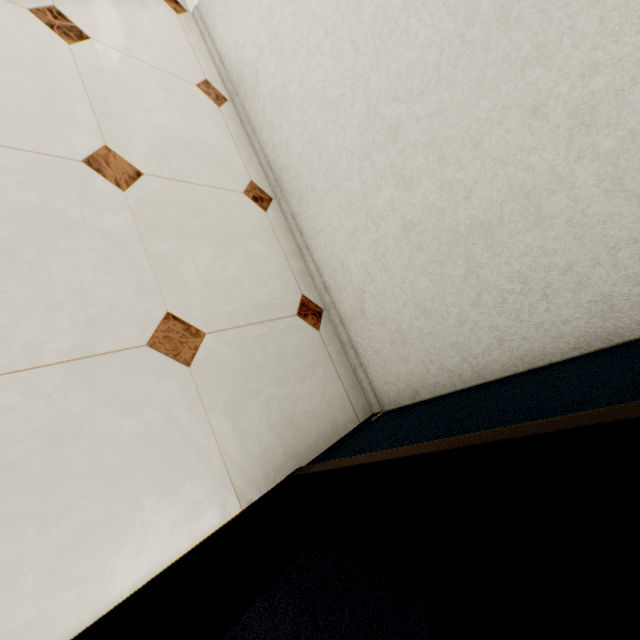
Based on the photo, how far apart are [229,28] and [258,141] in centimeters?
74cm
